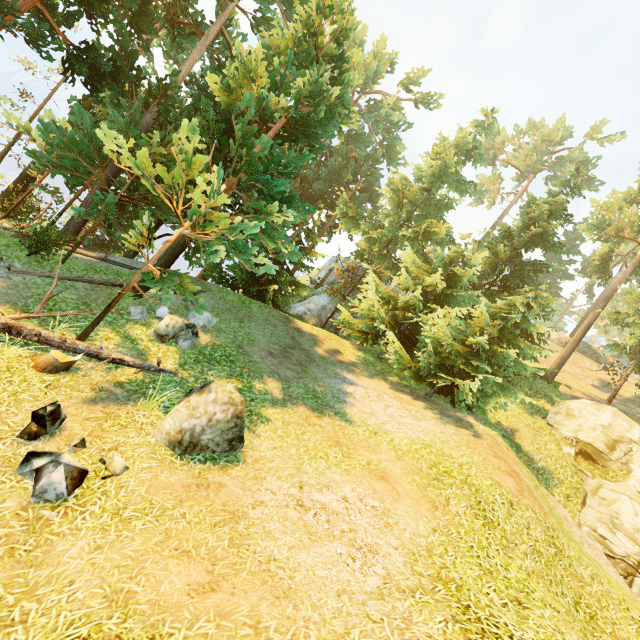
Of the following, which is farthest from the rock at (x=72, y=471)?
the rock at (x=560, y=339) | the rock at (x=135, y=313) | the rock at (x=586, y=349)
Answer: the rock at (x=586, y=349)

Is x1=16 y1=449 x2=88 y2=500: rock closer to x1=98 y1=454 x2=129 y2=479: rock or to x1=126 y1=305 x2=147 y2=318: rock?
x1=98 y1=454 x2=129 y2=479: rock

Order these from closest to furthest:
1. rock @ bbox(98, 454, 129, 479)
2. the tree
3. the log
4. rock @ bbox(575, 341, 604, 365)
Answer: rock @ bbox(98, 454, 129, 479)
the log
the tree
rock @ bbox(575, 341, 604, 365)

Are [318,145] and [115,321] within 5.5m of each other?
no

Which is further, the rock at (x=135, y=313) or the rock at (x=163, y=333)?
the rock at (x=135, y=313)

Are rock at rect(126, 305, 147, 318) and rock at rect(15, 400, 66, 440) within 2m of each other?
no

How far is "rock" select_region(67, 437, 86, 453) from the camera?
5.6m

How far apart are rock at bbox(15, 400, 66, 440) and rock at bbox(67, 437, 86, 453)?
0.4 meters
